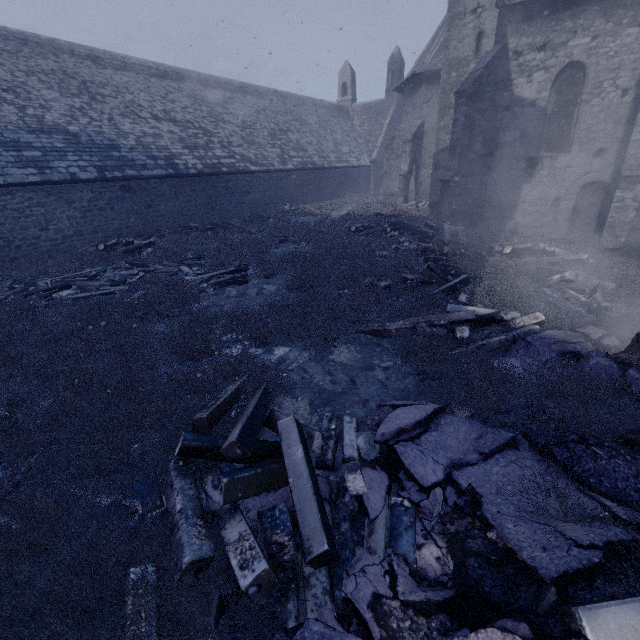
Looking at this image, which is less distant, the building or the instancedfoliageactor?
the instancedfoliageactor

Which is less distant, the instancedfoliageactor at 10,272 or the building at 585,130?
the instancedfoliageactor at 10,272

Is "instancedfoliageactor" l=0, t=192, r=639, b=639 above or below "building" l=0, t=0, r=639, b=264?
below

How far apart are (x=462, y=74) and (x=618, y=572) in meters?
17.2 m

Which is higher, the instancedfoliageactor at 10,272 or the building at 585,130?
the building at 585,130
